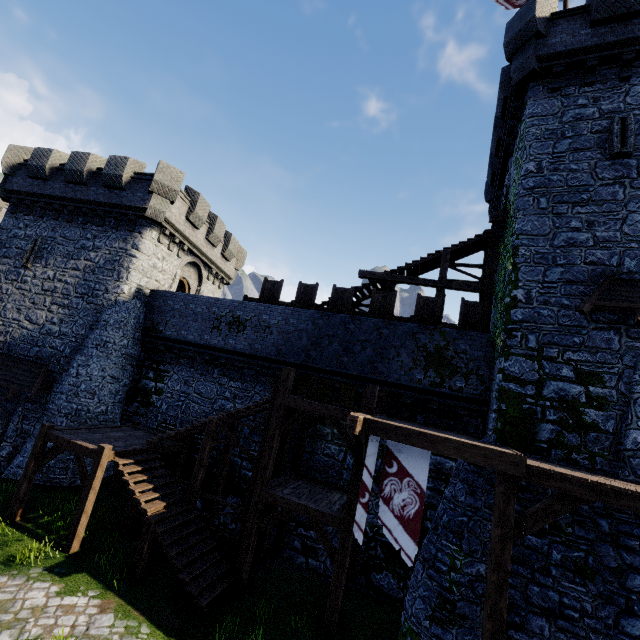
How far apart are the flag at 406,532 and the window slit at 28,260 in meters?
21.2

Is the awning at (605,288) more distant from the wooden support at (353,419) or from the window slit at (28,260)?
the window slit at (28,260)

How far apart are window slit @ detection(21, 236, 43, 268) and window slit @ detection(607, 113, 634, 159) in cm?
2652

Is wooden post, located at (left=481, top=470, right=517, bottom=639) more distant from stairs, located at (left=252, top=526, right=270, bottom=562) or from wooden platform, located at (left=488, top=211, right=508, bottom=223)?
wooden platform, located at (left=488, top=211, right=508, bottom=223)

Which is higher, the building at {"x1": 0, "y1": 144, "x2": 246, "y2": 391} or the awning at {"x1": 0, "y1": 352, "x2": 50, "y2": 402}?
the building at {"x1": 0, "y1": 144, "x2": 246, "y2": 391}

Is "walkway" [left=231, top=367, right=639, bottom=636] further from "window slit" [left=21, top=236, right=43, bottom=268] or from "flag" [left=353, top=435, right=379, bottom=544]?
"window slit" [left=21, top=236, right=43, bottom=268]

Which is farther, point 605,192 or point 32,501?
point 32,501

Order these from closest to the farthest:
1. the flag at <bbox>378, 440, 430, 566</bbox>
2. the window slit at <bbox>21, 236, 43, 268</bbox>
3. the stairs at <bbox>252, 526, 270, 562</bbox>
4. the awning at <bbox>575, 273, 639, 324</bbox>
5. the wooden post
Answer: the wooden post → the flag at <bbox>378, 440, 430, 566</bbox> → the awning at <bbox>575, 273, 639, 324</bbox> → the stairs at <bbox>252, 526, 270, 562</bbox> → the window slit at <bbox>21, 236, 43, 268</bbox>
